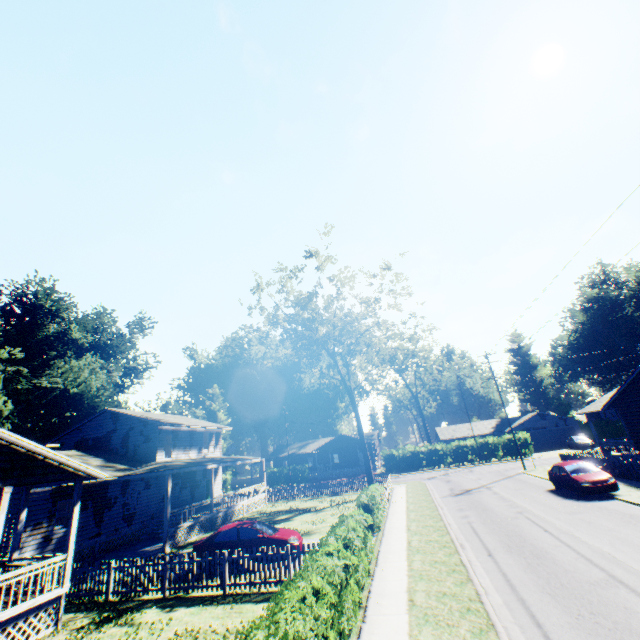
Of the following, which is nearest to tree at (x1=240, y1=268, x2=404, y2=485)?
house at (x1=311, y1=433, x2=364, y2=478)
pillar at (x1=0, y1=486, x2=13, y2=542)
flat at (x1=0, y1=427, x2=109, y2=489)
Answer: flat at (x1=0, y1=427, x2=109, y2=489)

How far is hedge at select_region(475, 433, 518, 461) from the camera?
43.7 meters

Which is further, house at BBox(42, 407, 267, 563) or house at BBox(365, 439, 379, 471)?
house at BBox(365, 439, 379, 471)

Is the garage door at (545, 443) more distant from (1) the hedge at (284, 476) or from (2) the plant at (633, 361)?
(2) the plant at (633, 361)

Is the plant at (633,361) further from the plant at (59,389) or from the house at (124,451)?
the plant at (59,389)

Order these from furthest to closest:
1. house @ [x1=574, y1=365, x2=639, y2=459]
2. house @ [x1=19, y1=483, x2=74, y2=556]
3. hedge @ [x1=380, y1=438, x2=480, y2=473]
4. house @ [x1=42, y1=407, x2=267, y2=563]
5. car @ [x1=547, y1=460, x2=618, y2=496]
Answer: hedge @ [x1=380, y1=438, x2=480, y2=473]
house @ [x1=574, y1=365, x2=639, y2=459]
house @ [x1=42, y1=407, x2=267, y2=563]
car @ [x1=547, y1=460, x2=618, y2=496]
house @ [x1=19, y1=483, x2=74, y2=556]

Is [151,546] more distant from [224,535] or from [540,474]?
[540,474]

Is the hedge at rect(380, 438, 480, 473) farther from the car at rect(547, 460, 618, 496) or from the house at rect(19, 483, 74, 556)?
the car at rect(547, 460, 618, 496)
